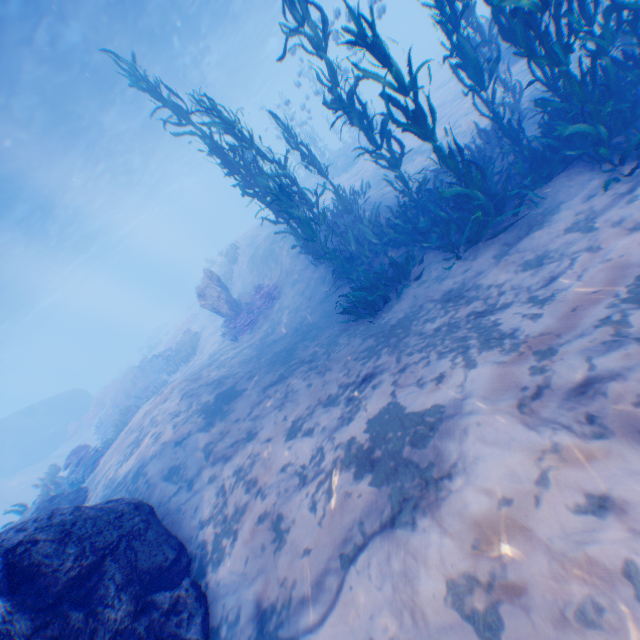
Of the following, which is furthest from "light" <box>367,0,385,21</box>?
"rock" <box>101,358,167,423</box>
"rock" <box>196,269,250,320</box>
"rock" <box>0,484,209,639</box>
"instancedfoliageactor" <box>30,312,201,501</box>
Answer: "instancedfoliageactor" <box>30,312,201,501</box>

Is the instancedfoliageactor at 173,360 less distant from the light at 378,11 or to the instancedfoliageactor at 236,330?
the instancedfoliageactor at 236,330

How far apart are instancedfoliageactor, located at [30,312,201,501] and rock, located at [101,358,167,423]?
3.46m

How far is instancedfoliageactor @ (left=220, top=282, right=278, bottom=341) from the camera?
13.0 meters

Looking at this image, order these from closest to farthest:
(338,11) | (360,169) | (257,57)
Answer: (338,11) → (360,169) → (257,57)

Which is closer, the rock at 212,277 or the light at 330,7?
the light at 330,7

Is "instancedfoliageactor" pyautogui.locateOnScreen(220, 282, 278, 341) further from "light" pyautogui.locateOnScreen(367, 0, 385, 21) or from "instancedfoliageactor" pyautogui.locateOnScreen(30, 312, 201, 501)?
"light" pyautogui.locateOnScreen(367, 0, 385, 21)

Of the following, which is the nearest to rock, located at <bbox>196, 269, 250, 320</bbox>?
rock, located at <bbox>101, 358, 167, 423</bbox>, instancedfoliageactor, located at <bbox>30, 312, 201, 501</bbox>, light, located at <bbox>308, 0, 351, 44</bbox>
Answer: instancedfoliageactor, located at <bbox>30, 312, 201, 501</bbox>
